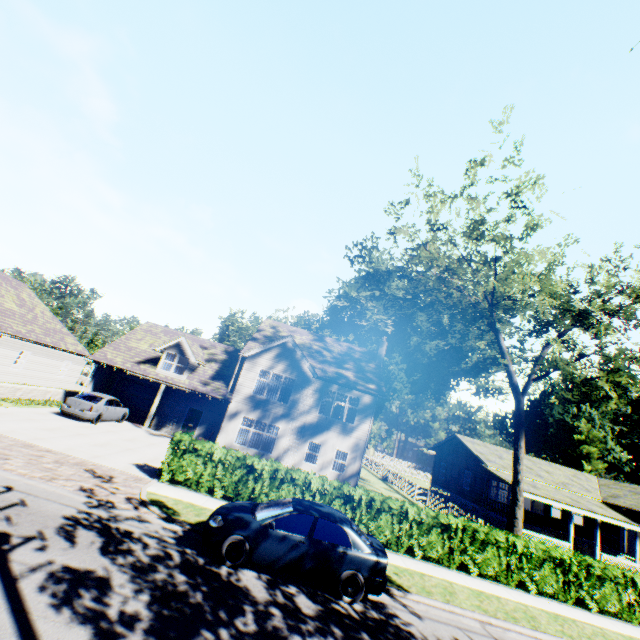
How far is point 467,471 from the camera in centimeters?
3036cm

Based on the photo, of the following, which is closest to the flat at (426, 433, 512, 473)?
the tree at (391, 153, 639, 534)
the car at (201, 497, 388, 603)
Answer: the tree at (391, 153, 639, 534)

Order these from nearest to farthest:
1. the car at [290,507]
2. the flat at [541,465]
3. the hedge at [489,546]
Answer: the car at [290,507], the hedge at [489,546], the flat at [541,465]

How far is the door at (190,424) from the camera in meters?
23.3

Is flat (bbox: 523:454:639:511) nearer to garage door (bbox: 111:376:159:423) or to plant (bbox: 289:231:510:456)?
plant (bbox: 289:231:510:456)

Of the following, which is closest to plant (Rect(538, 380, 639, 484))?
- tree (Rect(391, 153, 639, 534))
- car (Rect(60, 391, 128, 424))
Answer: tree (Rect(391, 153, 639, 534))

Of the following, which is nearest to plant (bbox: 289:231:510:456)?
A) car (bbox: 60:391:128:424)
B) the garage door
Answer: the garage door

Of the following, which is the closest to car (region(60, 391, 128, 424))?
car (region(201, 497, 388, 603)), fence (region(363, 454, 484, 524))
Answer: car (region(201, 497, 388, 603))
